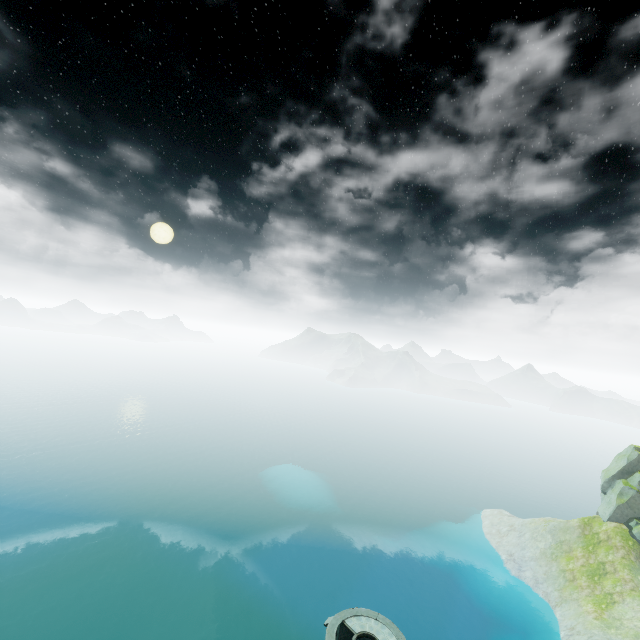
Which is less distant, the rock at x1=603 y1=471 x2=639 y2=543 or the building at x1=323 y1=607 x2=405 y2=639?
the building at x1=323 y1=607 x2=405 y2=639

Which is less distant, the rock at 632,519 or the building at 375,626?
the building at 375,626

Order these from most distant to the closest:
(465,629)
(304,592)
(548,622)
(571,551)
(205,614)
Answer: (304,592)
(571,551)
(205,614)
(465,629)
(548,622)
